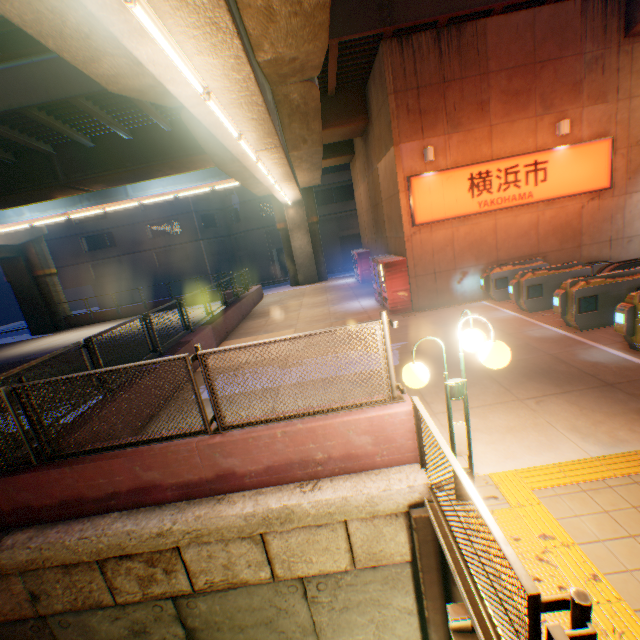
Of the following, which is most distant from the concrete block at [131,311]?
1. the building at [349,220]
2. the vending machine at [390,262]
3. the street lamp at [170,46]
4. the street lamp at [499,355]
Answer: the building at [349,220]

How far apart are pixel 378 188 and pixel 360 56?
4.7 meters

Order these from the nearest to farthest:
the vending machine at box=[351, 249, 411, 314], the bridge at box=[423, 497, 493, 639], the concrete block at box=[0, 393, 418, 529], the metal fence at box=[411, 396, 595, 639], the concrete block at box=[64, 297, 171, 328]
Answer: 1. the metal fence at box=[411, 396, 595, 639]
2. the bridge at box=[423, 497, 493, 639]
3. the concrete block at box=[0, 393, 418, 529]
4. the vending machine at box=[351, 249, 411, 314]
5. the concrete block at box=[64, 297, 171, 328]

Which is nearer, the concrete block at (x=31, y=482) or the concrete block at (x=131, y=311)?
the concrete block at (x=31, y=482)

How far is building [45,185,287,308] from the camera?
34.7m

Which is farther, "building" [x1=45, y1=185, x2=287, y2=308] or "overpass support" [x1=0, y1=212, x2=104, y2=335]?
"building" [x1=45, y1=185, x2=287, y2=308]

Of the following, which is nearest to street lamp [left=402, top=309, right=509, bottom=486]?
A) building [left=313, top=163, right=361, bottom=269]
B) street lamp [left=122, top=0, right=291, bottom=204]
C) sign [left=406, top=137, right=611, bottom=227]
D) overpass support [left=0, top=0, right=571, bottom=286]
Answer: overpass support [left=0, top=0, right=571, bottom=286]
